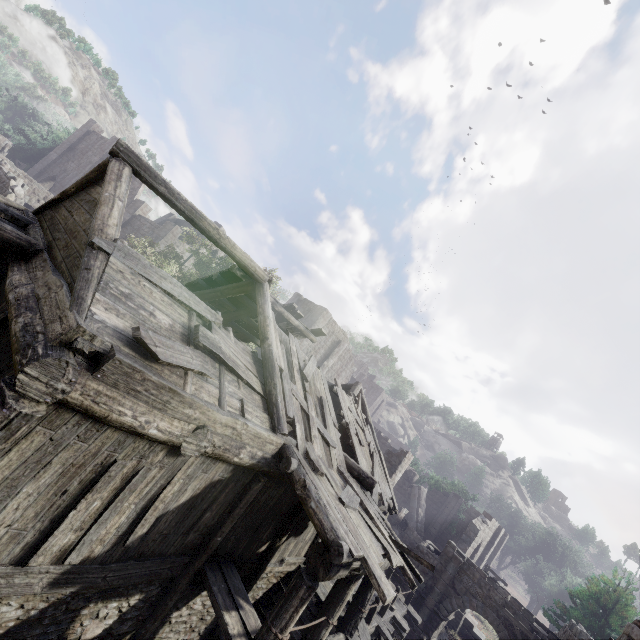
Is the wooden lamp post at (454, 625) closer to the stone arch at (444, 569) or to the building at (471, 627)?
the building at (471, 627)

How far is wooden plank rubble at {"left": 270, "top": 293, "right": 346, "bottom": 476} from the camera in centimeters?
803cm

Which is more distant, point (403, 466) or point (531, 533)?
point (531, 533)

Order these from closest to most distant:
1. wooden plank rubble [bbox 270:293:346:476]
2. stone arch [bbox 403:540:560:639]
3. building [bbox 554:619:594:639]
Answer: wooden plank rubble [bbox 270:293:346:476]
building [bbox 554:619:594:639]
stone arch [bbox 403:540:560:639]

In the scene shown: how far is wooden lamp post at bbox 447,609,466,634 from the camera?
21.6 meters

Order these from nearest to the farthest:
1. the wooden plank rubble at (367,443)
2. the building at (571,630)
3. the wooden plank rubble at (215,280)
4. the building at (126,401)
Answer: the building at (126,401) → the wooden plank rubble at (215,280) → the wooden plank rubble at (367,443) → the building at (571,630)

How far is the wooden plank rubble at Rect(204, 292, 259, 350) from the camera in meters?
12.4 m

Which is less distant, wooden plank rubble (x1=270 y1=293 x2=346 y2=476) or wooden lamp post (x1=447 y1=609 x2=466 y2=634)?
wooden plank rubble (x1=270 y1=293 x2=346 y2=476)
